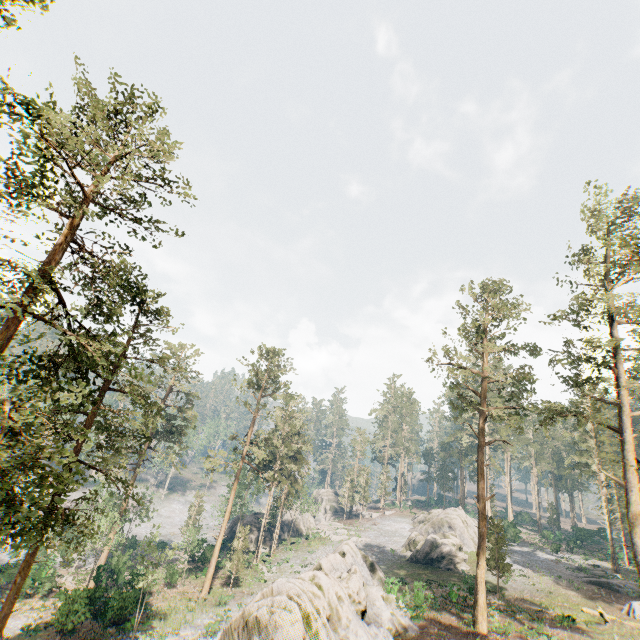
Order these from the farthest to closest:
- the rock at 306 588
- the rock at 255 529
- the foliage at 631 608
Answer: the rock at 255 529 → the foliage at 631 608 → the rock at 306 588

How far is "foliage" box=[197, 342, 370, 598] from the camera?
35.8 meters

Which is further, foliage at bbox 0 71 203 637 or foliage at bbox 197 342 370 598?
foliage at bbox 197 342 370 598

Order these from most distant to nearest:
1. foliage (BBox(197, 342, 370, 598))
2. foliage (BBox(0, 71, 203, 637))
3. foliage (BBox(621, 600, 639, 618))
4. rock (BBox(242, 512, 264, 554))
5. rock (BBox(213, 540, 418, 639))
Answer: rock (BBox(242, 512, 264, 554)) → foliage (BBox(197, 342, 370, 598)) → foliage (BBox(621, 600, 639, 618)) → rock (BBox(213, 540, 418, 639)) → foliage (BBox(0, 71, 203, 637))

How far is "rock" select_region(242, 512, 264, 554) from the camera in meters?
48.1

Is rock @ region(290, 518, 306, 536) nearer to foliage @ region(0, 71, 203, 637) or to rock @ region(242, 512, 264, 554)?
rock @ region(242, 512, 264, 554)

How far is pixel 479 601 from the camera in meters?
23.0

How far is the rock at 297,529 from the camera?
57.4m
